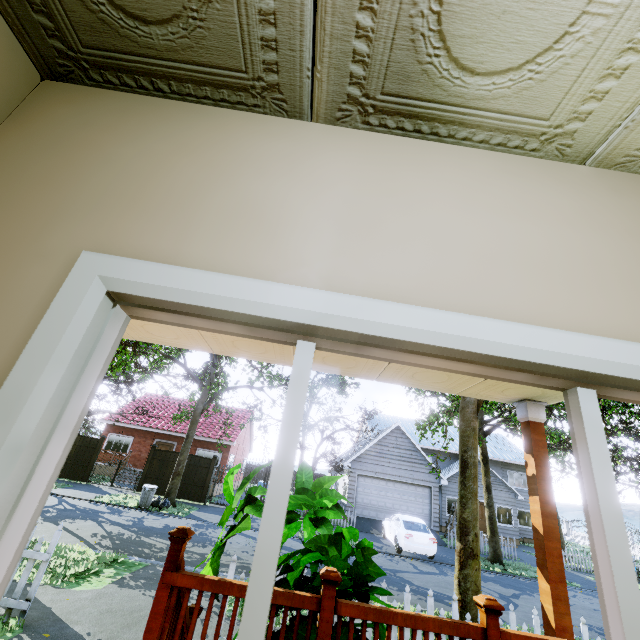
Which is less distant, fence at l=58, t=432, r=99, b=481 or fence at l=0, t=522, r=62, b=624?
fence at l=0, t=522, r=62, b=624

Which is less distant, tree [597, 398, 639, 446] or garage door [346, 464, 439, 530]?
tree [597, 398, 639, 446]

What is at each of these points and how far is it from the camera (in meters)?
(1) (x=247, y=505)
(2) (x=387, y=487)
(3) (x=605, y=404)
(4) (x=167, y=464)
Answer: (1) plant, 2.92
(2) garage door, 21.25
(3) tree, 19.61
(4) fence, 19.28

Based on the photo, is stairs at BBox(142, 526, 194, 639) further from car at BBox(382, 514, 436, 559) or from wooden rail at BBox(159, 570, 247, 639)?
car at BBox(382, 514, 436, 559)

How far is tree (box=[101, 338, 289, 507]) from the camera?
13.3 meters

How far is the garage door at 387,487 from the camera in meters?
20.6 m

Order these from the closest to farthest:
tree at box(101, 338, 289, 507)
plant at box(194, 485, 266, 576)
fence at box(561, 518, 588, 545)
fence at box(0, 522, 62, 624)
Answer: plant at box(194, 485, 266, 576), fence at box(0, 522, 62, 624), tree at box(101, 338, 289, 507), fence at box(561, 518, 588, 545)

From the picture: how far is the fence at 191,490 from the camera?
18.7m
